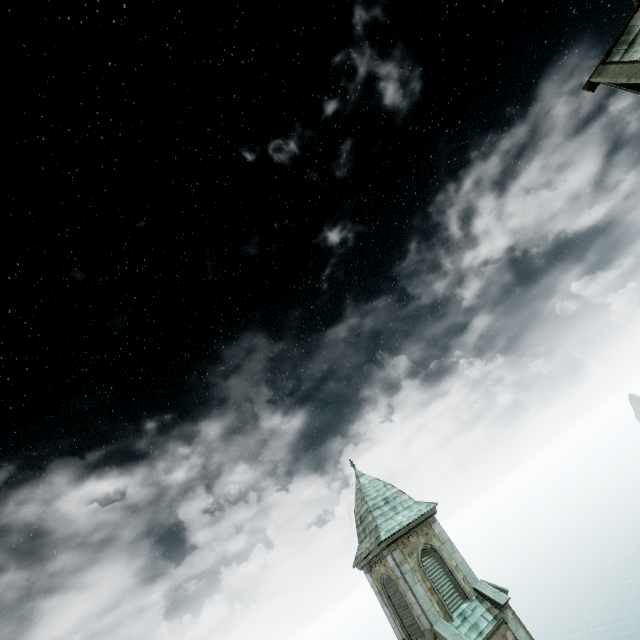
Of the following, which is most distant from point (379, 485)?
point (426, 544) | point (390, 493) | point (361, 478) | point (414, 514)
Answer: point (426, 544)

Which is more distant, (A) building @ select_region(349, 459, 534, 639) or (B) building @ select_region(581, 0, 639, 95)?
(A) building @ select_region(349, 459, 534, 639)

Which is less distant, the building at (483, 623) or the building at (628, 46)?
the building at (628, 46)

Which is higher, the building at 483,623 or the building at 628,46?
the building at 628,46

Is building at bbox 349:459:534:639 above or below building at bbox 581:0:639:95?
below
